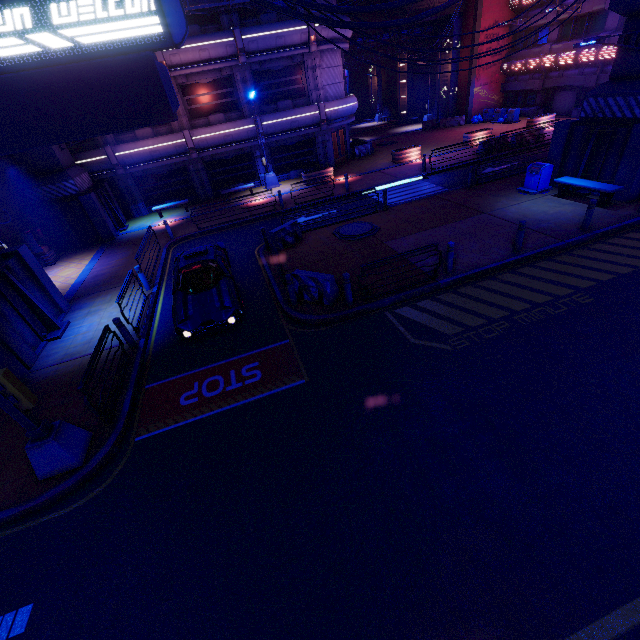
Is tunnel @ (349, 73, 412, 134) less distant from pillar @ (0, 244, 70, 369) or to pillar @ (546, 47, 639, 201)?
pillar @ (546, 47, 639, 201)

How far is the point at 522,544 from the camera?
4.71m

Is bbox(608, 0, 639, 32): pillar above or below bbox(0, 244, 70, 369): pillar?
above

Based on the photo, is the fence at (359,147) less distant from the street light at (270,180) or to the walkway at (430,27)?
the walkway at (430,27)

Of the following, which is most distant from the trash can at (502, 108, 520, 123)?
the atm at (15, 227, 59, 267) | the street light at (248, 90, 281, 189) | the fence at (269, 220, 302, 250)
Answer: the atm at (15, 227, 59, 267)

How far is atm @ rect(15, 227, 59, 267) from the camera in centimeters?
1695cm

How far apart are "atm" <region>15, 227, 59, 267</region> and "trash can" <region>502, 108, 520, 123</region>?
38.3 meters

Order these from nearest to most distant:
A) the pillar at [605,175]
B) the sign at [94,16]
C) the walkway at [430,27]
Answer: the sign at [94,16] → the pillar at [605,175] → the walkway at [430,27]
